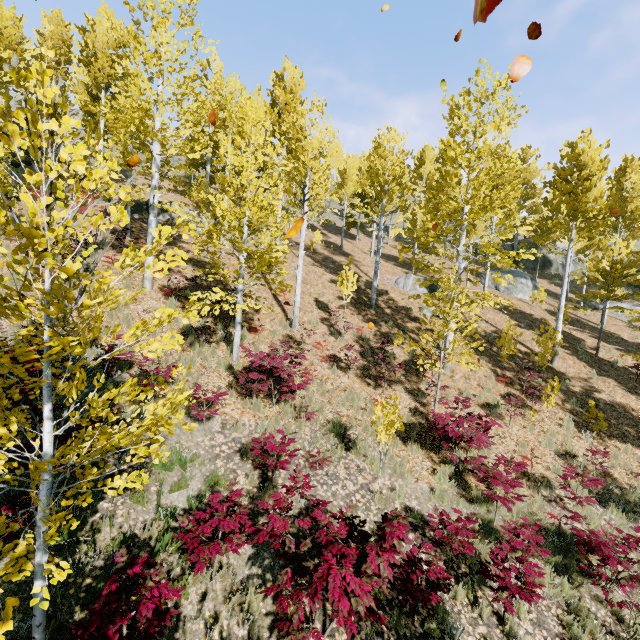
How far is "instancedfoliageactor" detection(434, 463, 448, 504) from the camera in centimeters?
745cm

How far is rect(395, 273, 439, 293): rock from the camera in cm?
2114

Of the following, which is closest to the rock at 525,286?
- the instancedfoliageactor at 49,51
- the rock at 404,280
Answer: the rock at 404,280

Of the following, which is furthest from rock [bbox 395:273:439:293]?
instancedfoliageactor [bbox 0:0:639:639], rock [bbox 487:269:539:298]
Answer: instancedfoliageactor [bbox 0:0:639:639]

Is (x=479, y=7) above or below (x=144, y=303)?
above

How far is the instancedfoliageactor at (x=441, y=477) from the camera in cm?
745

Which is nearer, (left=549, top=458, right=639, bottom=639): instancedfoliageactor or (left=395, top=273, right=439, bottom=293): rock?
(left=549, top=458, right=639, bottom=639): instancedfoliageactor

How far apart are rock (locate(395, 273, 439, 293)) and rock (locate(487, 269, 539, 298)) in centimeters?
516cm
